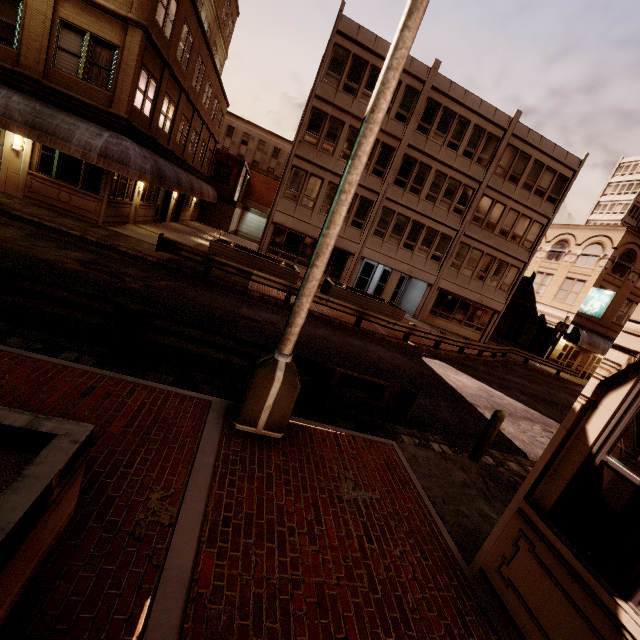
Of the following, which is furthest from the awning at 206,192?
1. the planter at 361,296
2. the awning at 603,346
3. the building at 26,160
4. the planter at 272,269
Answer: Result: the awning at 603,346

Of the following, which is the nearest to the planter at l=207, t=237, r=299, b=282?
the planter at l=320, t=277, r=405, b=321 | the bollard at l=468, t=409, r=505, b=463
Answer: the planter at l=320, t=277, r=405, b=321

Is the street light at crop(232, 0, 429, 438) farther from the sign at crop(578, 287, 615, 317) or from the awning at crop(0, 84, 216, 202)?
the sign at crop(578, 287, 615, 317)

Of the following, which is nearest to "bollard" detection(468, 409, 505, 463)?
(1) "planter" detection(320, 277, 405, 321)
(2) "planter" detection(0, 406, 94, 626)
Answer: (2) "planter" detection(0, 406, 94, 626)

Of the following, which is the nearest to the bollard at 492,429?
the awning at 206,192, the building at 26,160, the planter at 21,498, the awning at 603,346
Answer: the planter at 21,498

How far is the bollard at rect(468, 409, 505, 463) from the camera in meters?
6.6

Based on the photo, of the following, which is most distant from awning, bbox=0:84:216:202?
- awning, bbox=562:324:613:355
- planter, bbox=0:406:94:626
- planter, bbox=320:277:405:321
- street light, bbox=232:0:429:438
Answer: awning, bbox=562:324:613:355

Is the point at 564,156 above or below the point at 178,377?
above
